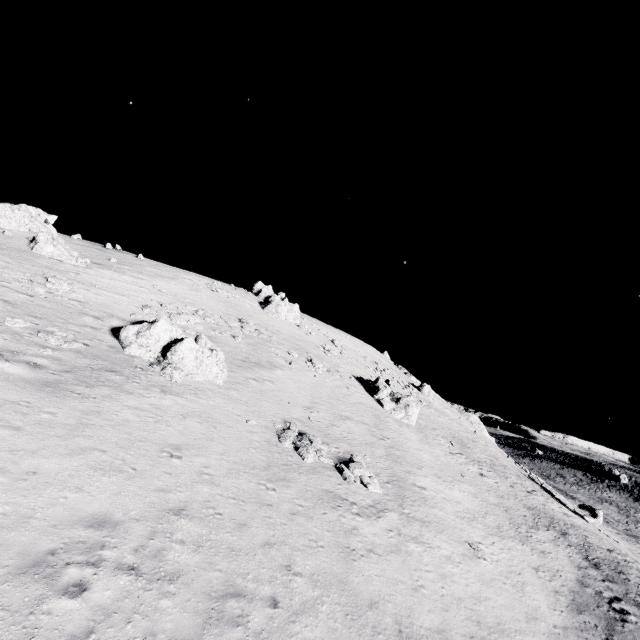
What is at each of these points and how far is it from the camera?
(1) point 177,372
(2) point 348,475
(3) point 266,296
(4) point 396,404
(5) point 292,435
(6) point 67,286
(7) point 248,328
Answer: (1) stone, 19.3 meters
(2) stone, 18.2 meters
(3) stone, 52.2 meters
(4) stone, 36.2 meters
(5) stone, 19.7 meters
(6) stone, 24.9 meters
(7) stone, 35.7 meters

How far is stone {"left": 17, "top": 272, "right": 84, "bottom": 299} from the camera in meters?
22.5 m

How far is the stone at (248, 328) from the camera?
34.4m

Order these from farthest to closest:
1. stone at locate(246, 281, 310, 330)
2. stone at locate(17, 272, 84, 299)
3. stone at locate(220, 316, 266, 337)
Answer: stone at locate(246, 281, 310, 330)
stone at locate(220, 316, 266, 337)
stone at locate(17, 272, 84, 299)

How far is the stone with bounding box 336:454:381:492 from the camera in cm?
1825

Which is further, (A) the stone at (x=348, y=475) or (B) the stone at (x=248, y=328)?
(B) the stone at (x=248, y=328)

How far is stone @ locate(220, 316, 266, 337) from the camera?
34.4m

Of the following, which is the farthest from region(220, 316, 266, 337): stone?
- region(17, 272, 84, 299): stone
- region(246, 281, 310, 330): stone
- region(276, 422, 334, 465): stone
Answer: region(276, 422, 334, 465): stone
